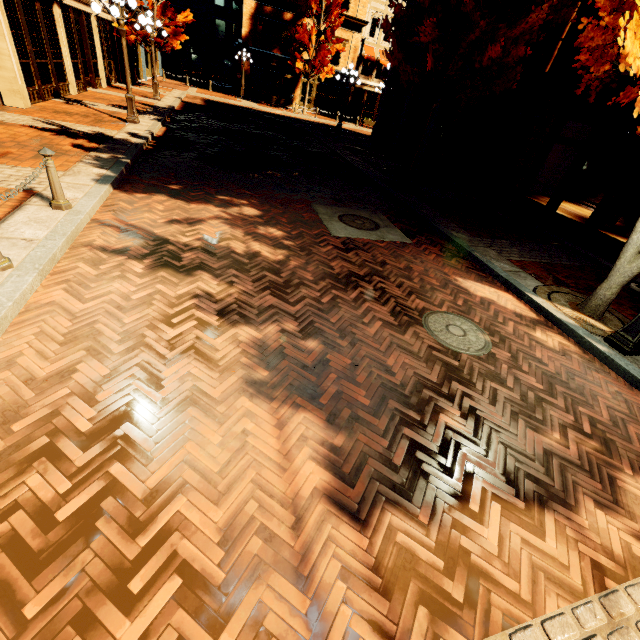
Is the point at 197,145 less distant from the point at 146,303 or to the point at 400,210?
the point at 400,210

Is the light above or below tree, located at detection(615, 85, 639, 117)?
below

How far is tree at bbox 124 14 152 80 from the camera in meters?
18.6 m

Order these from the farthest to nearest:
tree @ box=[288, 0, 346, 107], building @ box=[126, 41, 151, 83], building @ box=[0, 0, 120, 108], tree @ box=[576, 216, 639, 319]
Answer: tree @ box=[288, 0, 346, 107]
building @ box=[126, 41, 151, 83]
building @ box=[0, 0, 120, 108]
tree @ box=[576, 216, 639, 319]

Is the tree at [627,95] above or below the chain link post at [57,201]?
above

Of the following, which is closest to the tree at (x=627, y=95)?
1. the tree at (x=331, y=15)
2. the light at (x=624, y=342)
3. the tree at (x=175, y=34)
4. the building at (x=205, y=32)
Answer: the light at (x=624, y=342)

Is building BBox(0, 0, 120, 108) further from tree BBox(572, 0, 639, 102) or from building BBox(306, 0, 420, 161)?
building BBox(306, 0, 420, 161)

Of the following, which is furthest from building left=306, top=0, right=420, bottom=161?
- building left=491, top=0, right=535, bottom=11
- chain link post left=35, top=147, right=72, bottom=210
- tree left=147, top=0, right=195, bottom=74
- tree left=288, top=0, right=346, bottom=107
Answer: chain link post left=35, top=147, right=72, bottom=210
